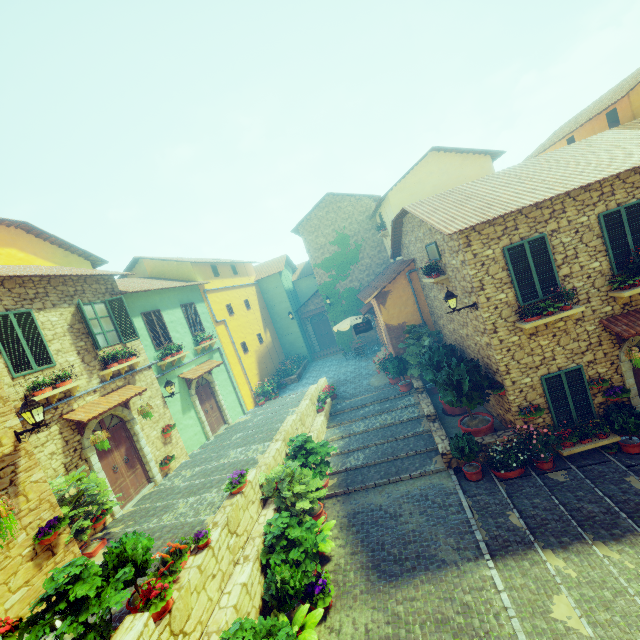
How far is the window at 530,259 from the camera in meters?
8.5 m

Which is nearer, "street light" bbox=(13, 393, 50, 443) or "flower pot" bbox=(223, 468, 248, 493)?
"street light" bbox=(13, 393, 50, 443)

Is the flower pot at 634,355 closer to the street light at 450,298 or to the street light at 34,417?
the street light at 450,298

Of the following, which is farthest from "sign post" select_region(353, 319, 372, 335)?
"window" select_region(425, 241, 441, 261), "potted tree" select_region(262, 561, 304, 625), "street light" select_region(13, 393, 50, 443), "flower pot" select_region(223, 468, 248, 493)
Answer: "street light" select_region(13, 393, 50, 443)

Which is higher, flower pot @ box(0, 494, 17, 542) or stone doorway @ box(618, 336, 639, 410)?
flower pot @ box(0, 494, 17, 542)

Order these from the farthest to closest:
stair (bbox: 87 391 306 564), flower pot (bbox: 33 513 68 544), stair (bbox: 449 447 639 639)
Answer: stair (bbox: 87 391 306 564) → flower pot (bbox: 33 513 68 544) → stair (bbox: 449 447 639 639)

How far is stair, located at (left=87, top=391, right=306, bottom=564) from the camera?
7.6m

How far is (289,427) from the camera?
11.6m
